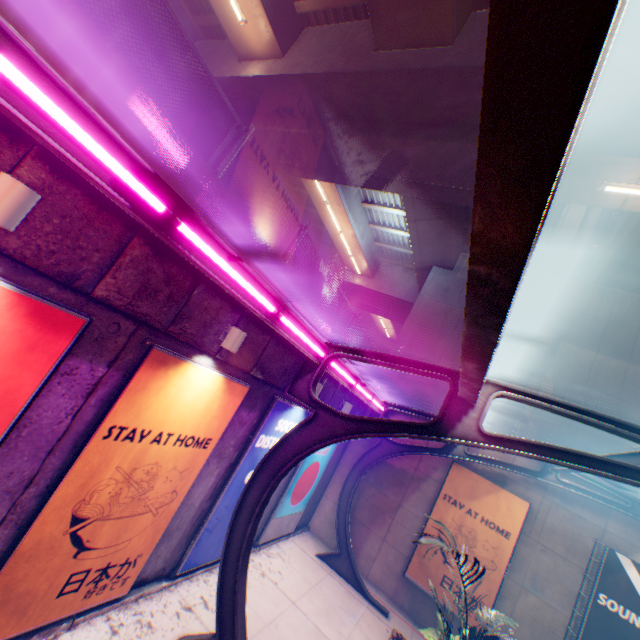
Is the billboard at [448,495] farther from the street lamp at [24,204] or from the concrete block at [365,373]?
the street lamp at [24,204]

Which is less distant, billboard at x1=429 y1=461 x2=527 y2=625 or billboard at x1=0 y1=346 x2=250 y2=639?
billboard at x1=0 y1=346 x2=250 y2=639

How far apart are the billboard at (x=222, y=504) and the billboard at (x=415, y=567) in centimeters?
602cm

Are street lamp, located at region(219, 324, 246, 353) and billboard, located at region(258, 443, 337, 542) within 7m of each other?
yes

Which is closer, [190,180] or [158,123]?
[158,123]

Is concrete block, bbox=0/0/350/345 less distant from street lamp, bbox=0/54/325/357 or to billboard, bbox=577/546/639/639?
street lamp, bbox=0/54/325/357

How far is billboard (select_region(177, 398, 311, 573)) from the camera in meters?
7.4

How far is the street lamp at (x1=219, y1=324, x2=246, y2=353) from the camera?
5.55m
